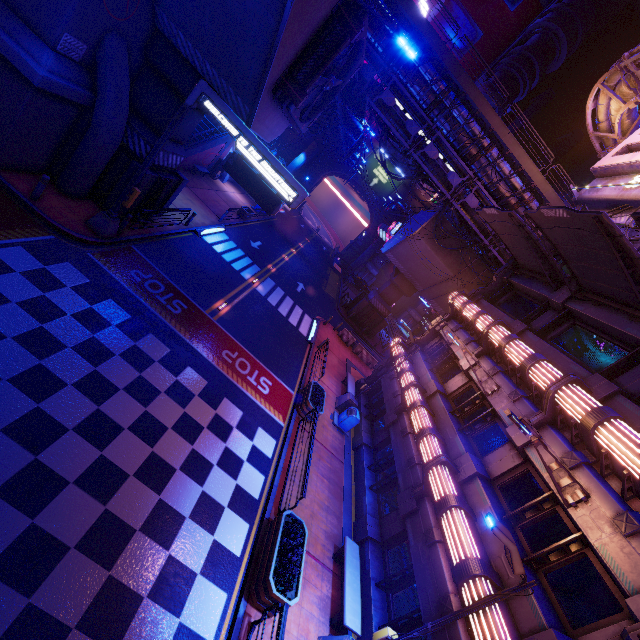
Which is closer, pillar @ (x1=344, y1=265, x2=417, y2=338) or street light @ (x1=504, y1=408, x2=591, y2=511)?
street light @ (x1=504, y1=408, x2=591, y2=511)

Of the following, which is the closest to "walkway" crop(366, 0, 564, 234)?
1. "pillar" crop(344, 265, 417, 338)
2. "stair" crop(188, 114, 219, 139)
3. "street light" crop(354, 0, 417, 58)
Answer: "pillar" crop(344, 265, 417, 338)

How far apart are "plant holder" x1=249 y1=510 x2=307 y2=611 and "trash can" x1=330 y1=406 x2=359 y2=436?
7.13m

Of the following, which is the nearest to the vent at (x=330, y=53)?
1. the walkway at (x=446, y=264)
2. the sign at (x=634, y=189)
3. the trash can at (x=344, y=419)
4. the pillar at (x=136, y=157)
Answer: the pillar at (x=136, y=157)

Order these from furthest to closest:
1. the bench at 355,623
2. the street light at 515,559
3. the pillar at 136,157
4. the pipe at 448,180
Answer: the pipe at 448,180 → the pillar at 136,157 → the bench at 355,623 → the street light at 515,559

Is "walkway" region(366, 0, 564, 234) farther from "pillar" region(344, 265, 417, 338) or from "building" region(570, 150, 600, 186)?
"pillar" region(344, 265, 417, 338)

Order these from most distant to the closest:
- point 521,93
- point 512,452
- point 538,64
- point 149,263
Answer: point 521,93
point 538,64
point 149,263
point 512,452

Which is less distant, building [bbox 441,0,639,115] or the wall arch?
the wall arch
